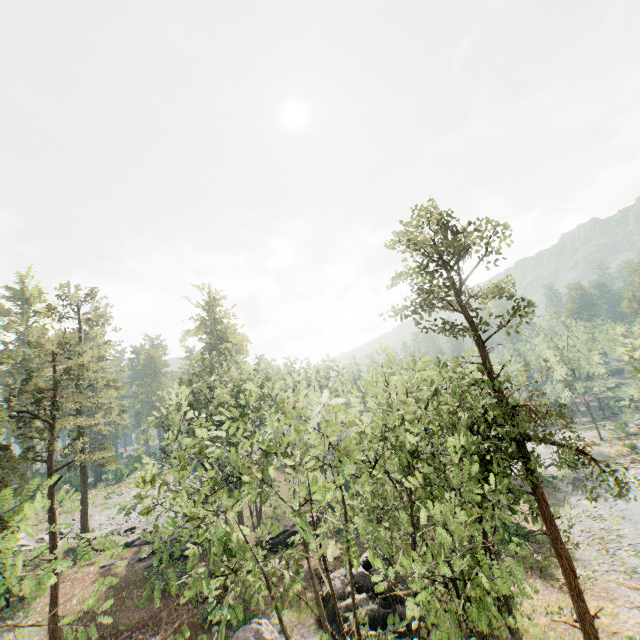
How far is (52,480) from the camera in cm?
2338

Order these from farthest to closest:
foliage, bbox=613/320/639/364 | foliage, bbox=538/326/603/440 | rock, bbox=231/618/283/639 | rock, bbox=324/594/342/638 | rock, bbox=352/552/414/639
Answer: foliage, bbox=538/326/603/440 → foliage, bbox=613/320/639/364 → rock, bbox=324/594/342/638 → rock, bbox=352/552/414/639 → rock, bbox=231/618/283/639

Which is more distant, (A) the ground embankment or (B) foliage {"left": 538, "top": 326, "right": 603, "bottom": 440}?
(B) foliage {"left": 538, "top": 326, "right": 603, "bottom": 440}

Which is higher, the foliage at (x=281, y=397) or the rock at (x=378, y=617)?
the foliage at (x=281, y=397)

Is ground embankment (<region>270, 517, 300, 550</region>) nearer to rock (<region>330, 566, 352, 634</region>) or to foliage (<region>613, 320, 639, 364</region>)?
rock (<region>330, 566, 352, 634</region>)

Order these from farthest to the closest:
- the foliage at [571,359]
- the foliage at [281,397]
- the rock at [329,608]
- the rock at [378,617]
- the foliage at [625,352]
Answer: the foliage at [571,359] → the foliage at [625,352] → the rock at [329,608] → the rock at [378,617] → the foliage at [281,397]

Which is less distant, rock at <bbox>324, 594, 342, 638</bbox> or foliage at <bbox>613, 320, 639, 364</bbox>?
rock at <bbox>324, 594, 342, 638</bbox>
